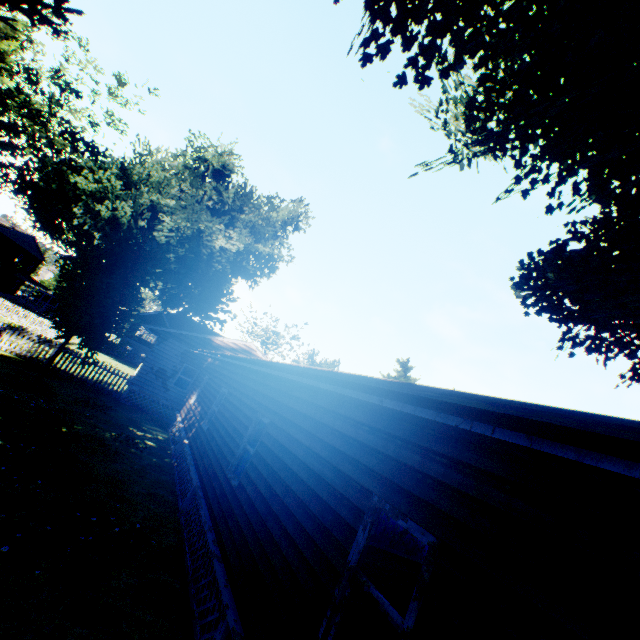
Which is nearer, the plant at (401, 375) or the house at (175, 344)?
the house at (175, 344)

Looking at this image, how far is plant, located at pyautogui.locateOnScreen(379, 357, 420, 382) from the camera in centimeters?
3142cm

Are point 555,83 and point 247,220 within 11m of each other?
no

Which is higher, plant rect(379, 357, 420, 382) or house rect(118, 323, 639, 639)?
plant rect(379, 357, 420, 382)

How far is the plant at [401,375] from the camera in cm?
3142

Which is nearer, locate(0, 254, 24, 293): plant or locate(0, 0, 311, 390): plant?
locate(0, 0, 311, 390): plant
